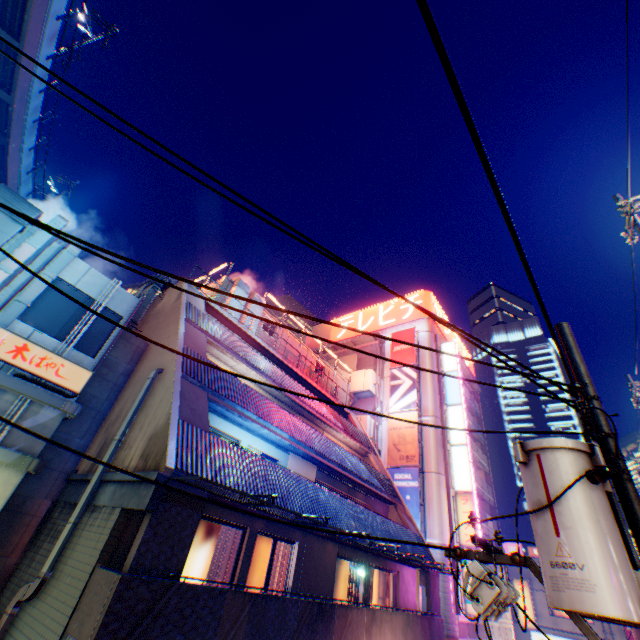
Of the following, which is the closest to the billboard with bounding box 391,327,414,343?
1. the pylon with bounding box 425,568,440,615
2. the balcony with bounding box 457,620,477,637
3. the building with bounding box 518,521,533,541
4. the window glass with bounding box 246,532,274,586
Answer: the pylon with bounding box 425,568,440,615

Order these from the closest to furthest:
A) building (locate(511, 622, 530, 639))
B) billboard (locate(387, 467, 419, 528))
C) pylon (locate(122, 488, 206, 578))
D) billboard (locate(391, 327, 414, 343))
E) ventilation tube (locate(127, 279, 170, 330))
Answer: pylon (locate(122, 488, 206, 578)) < ventilation tube (locate(127, 279, 170, 330)) < billboard (locate(387, 467, 419, 528)) < billboard (locate(391, 327, 414, 343)) < building (locate(511, 622, 530, 639))

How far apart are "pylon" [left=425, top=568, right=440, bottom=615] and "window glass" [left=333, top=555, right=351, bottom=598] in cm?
503

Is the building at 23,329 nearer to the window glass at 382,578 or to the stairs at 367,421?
the window glass at 382,578

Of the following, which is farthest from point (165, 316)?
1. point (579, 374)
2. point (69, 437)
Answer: point (579, 374)

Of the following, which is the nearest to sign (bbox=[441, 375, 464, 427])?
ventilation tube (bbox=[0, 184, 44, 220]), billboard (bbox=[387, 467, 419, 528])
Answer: billboard (bbox=[387, 467, 419, 528])

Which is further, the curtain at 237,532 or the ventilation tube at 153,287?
the ventilation tube at 153,287

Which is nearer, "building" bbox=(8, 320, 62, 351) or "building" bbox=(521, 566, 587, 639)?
"building" bbox=(8, 320, 62, 351)
